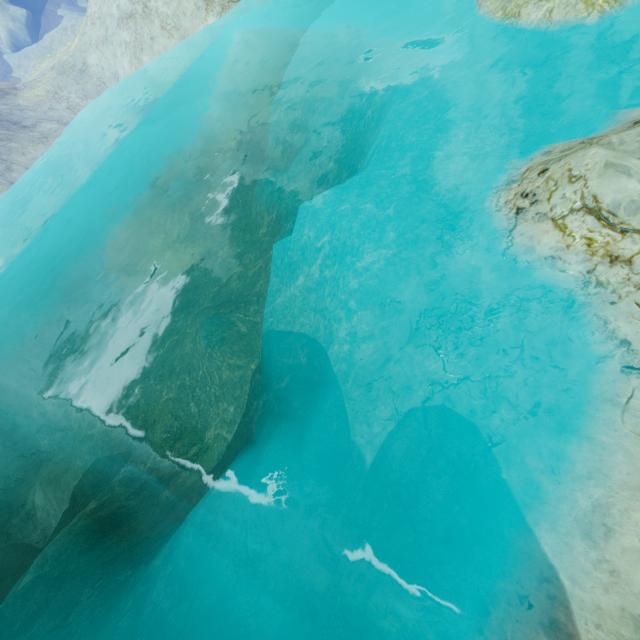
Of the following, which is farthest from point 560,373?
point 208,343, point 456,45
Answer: point 208,343
